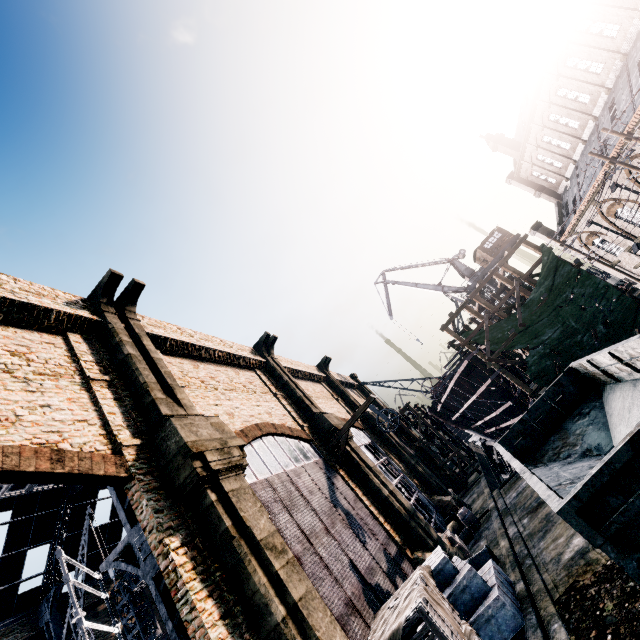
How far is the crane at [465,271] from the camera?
45.4 meters

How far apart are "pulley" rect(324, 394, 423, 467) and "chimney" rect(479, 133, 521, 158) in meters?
40.1 m

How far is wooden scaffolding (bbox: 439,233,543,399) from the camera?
21.9m

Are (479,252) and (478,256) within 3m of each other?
yes

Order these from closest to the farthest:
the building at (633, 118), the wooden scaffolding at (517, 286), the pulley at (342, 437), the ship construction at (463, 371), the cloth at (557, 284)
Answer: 1. the pulley at (342, 437)
2. the cloth at (557, 284)
3. the wooden scaffolding at (517, 286)
4. the building at (633, 118)
5. the ship construction at (463, 371)

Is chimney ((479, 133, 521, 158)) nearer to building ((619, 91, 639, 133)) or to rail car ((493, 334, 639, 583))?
building ((619, 91, 639, 133))

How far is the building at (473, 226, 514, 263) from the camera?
45.69m

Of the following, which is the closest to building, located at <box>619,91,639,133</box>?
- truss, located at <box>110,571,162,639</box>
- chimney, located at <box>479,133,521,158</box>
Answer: chimney, located at <box>479,133,521,158</box>
